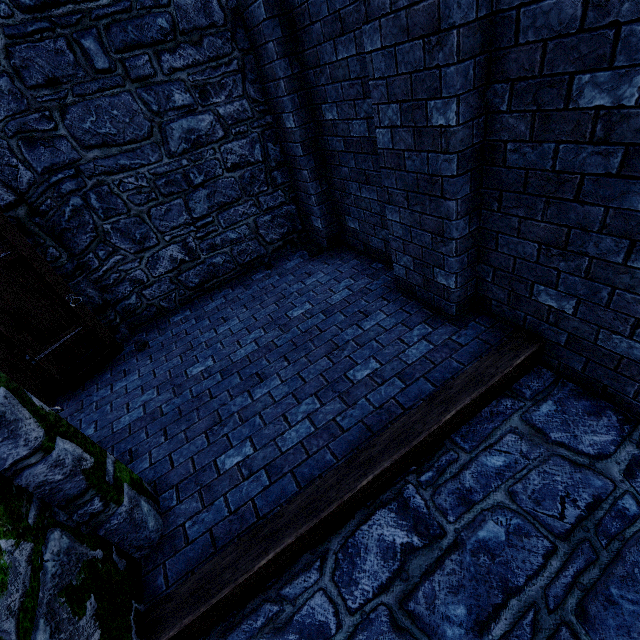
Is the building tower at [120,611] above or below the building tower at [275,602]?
above

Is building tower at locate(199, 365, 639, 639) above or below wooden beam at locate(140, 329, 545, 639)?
below

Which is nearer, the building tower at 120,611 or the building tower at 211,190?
the building tower at 120,611

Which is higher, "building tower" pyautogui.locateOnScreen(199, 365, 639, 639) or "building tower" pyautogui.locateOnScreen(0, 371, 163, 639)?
"building tower" pyautogui.locateOnScreen(0, 371, 163, 639)

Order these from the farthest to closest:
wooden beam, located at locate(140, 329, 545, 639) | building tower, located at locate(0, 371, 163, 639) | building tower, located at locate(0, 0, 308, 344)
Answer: building tower, located at locate(0, 0, 308, 344), wooden beam, located at locate(140, 329, 545, 639), building tower, located at locate(0, 371, 163, 639)

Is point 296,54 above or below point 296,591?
above

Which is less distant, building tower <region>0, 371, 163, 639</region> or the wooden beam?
building tower <region>0, 371, 163, 639</region>

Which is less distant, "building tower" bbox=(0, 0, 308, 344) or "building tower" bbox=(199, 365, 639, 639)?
"building tower" bbox=(199, 365, 639, 639)
